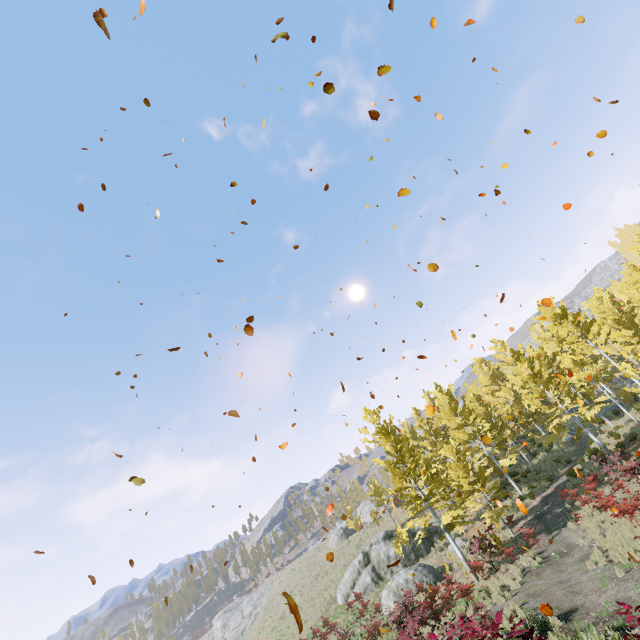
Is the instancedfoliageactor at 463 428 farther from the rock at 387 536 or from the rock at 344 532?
the rock at 344 532

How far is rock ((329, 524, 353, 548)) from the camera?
43.4 meters

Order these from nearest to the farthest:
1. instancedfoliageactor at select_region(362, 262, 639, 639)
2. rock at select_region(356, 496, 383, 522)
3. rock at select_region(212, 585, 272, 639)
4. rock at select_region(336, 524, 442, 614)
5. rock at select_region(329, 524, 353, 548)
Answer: instancedfoliageactor at select_region(362, 262, 639, 639) → rock at select_region(336, 524, 442, 614) → rock at select_region(329, 524, 353, 548) → rock at select_region(212, 585, 272, 639) → rock at select_region(356, 496, 383, 522)

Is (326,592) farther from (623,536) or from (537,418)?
(623,536)

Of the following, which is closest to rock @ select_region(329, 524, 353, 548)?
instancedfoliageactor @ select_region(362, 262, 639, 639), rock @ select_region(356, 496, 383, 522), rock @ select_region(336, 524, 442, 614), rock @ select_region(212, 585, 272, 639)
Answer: rock @ select_region(356, 496, 383, 522)

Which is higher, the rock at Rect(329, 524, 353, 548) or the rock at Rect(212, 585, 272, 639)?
the rock at Rect(329, 524, 353, 548)

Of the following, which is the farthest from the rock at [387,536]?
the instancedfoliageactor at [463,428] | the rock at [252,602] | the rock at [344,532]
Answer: the rock at [252,602]

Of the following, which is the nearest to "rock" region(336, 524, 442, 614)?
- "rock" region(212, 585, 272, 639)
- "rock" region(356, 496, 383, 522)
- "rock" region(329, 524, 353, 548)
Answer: "rock" region(329, 524, 353, 548)
